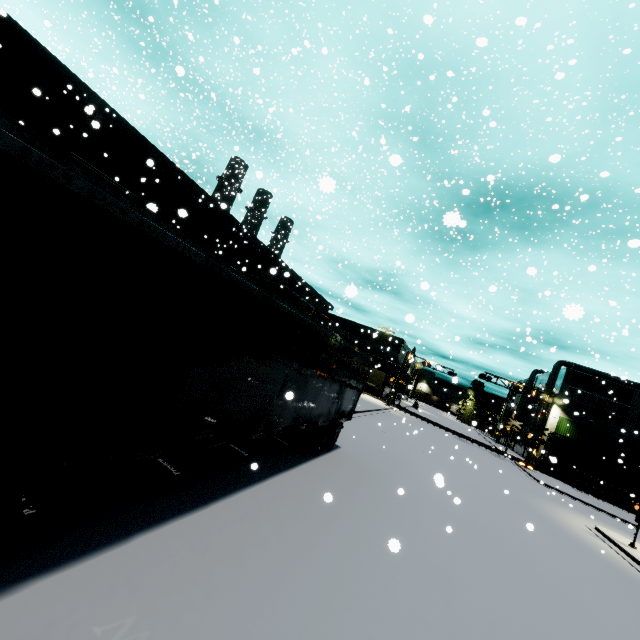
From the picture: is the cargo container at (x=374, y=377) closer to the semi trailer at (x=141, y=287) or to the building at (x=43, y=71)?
the building at (x=43, y=71)

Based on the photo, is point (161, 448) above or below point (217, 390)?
below

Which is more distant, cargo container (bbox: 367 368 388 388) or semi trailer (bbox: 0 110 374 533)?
cargo container (bbox: 367 368 388 388)

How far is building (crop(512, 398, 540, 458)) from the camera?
52.7 meters

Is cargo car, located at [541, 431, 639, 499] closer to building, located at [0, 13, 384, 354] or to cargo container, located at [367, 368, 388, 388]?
cargo container, located at [367, 368, 388, 388]

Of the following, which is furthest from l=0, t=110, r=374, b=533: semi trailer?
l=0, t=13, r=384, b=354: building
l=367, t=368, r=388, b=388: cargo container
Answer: l=367, t=368, r=388, b=388: cargo container

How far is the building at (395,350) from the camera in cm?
5581

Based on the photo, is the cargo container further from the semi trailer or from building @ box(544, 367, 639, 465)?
the semi trailer
